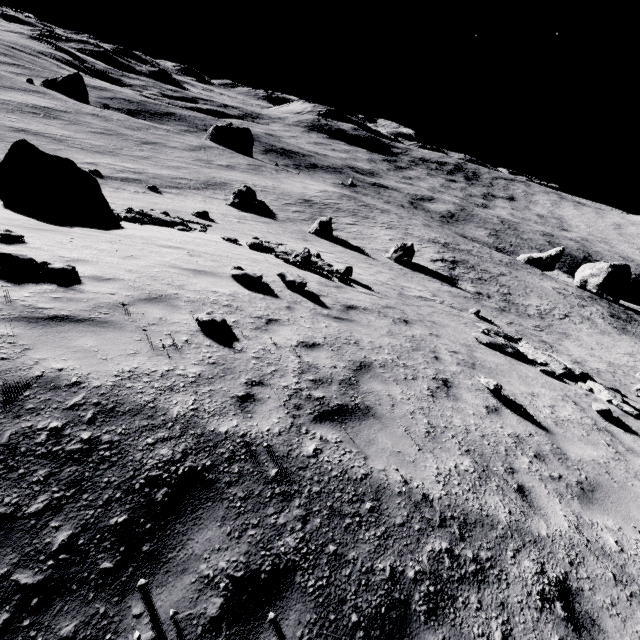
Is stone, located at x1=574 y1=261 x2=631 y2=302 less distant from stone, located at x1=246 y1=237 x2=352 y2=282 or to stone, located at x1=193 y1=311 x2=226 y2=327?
stone, located at x1=246 y1=237 x2=352 y2=282

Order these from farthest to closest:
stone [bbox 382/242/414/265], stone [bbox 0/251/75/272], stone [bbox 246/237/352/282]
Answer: stone [bbox 382/242/414/265], stone [bbox 246/237/352/282], stone [bbox 0/251/75/272]

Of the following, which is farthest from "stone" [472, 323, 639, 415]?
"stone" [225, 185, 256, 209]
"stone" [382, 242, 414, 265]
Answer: "stone" [225, 185, 256, 209]

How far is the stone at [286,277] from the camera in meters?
9.6

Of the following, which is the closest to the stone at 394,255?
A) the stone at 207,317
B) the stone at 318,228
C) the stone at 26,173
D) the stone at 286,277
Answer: the stone at 318,228

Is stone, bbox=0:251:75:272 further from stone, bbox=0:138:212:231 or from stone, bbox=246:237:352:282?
stone, bbox=246:237:352:282

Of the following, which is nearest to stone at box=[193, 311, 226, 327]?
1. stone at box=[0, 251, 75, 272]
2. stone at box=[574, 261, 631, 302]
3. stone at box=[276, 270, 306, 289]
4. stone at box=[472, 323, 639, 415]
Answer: stone at box=[0, 251, 75, 272]

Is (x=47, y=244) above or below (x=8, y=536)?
below
